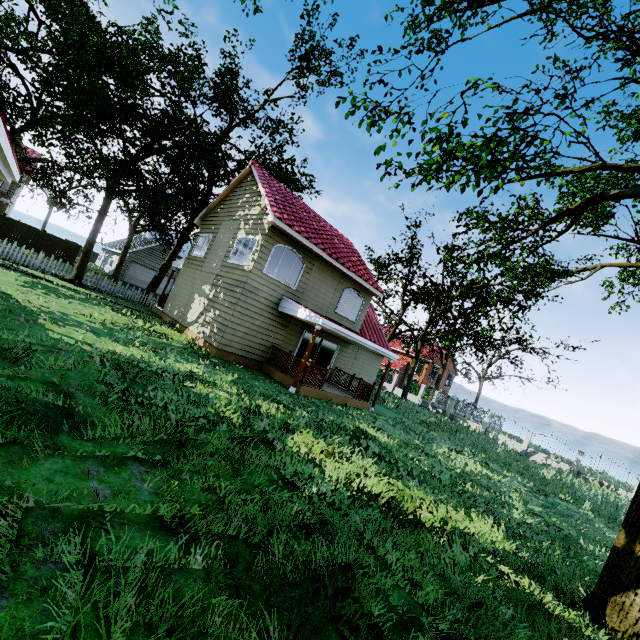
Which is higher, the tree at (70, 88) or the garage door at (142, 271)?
the tree at (70, 88)

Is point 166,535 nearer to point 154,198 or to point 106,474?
point 106,474

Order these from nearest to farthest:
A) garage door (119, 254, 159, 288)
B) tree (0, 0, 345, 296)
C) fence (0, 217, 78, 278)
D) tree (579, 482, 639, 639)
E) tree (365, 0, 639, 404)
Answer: tree (579, 482, 639, 639), tree (365, 0, 639, 404), tree (0, 0, 345, 296), fence (0, 217, 78, 278), garage door (119, 254, 159, 288)

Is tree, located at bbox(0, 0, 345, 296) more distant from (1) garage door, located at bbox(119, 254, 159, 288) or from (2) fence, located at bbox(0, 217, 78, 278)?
(1) garage door, located at bbox(119, 254, 159, 288)

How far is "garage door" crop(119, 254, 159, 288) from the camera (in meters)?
34.44

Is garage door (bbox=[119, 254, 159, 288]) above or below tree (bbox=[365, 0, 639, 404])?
below

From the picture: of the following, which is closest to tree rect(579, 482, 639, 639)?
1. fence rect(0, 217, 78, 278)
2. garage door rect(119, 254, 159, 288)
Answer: fence rect(0, 217, 78, 278)

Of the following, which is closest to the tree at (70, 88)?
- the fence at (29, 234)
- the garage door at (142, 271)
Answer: the fence at (29, 234)
